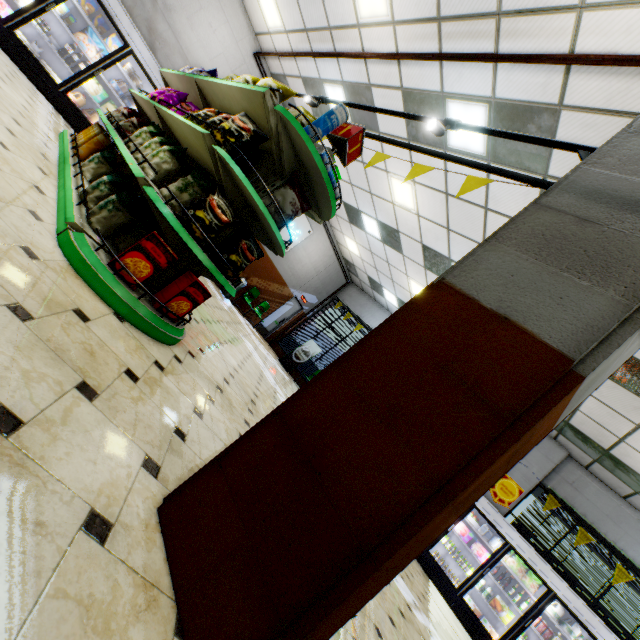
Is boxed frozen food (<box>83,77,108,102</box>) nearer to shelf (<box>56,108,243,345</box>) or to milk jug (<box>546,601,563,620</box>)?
shelf (<box>56,108,243,345</box>)

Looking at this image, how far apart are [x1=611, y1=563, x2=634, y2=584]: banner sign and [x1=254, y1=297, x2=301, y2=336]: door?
12.3m

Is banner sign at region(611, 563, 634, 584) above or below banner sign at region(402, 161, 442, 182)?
above

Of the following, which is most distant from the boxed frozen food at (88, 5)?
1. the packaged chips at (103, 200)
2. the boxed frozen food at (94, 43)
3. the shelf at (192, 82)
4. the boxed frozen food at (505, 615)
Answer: the boxed frozen food at (505, 615)

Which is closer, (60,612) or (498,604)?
(60,612)

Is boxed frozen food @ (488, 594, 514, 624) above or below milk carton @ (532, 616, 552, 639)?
below

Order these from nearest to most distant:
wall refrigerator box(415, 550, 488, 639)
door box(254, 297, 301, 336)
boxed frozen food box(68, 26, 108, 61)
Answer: boxed frozen food box(68, 26, 108, 61)
wall refrigerator box(415, 550, 488, 639)
door box(254, 297, 301, 336)

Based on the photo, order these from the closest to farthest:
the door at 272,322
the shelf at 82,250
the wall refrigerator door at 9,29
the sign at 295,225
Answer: the shelf at 82,250, the wall refrigerator door at 9,29, the sign at 295,225, the door at 272,322
